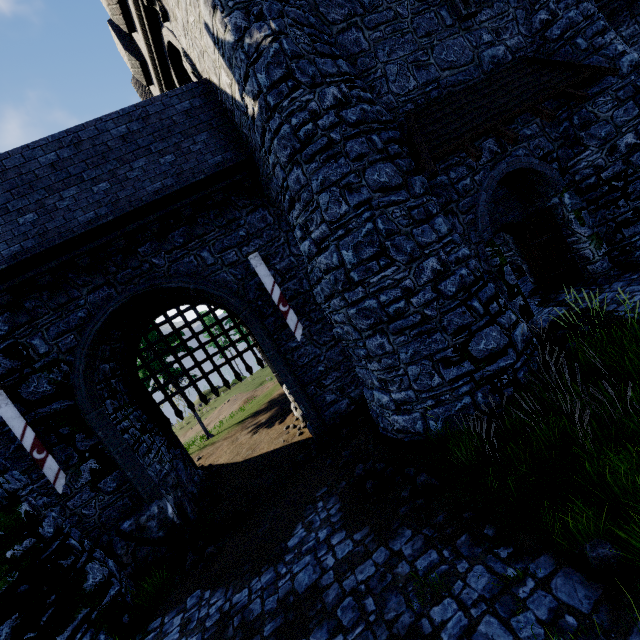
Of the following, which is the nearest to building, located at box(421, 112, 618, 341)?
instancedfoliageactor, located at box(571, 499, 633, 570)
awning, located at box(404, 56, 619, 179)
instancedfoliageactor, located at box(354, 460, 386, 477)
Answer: awning, located at box(404, 56, 619, 179)

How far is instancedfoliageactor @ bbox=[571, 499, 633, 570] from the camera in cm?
343

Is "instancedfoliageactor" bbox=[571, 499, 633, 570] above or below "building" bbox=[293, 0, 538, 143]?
below

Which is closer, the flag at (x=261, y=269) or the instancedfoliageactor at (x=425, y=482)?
the instancedfoliageactor at (x=425, y=482)

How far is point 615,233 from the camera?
9.30m

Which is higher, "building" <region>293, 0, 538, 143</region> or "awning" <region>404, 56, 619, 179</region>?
"building" <region>293, 0, 538, 143</region>

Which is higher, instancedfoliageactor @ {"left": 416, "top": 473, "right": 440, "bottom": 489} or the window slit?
the window slit

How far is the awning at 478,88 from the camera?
7.09m
